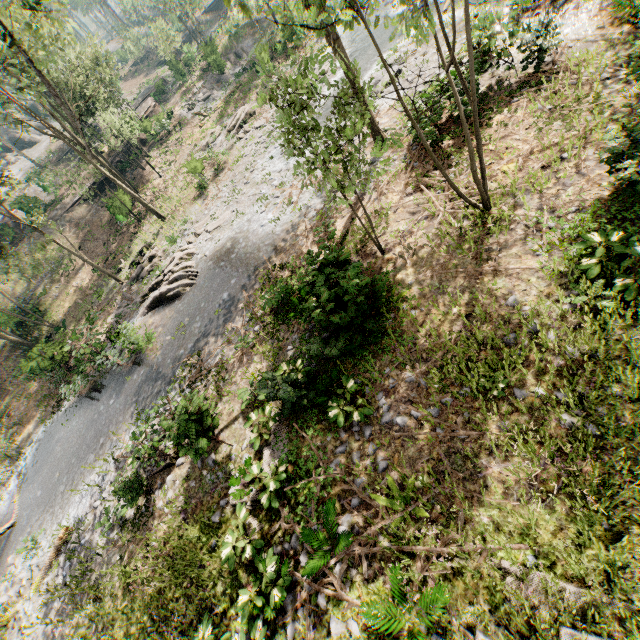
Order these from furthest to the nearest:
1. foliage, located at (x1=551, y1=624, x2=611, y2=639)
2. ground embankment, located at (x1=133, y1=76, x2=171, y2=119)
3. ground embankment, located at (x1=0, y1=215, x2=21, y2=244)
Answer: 1. ground embankment, located at (x1=133, y1=76, x2=171, y2=119)
2. ground embankment, located at (x1=0, y1=215, x2=21, y2=244)
3. foliage, located at (x1=551, y1=624, x2=611, y2=639)

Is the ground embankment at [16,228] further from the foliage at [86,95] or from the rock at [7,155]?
the rock at [7,155]

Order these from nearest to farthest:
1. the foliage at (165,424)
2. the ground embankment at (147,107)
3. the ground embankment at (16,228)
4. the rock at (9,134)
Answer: the foliage at (165,424), the ground embankment at (16,228), the ground embankment at (147,107), the rock at (9,134)

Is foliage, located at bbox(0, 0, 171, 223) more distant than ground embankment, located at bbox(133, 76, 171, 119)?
No

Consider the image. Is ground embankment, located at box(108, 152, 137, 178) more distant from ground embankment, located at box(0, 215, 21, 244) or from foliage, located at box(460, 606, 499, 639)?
ground embankment, located at box(0, 215, 21, 244)

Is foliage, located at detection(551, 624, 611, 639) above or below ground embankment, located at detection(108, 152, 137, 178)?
below

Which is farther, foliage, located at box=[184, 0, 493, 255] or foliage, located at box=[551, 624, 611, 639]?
foliage, located at box=[184, 0, 493, 255]

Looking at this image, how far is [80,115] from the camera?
19.75m
